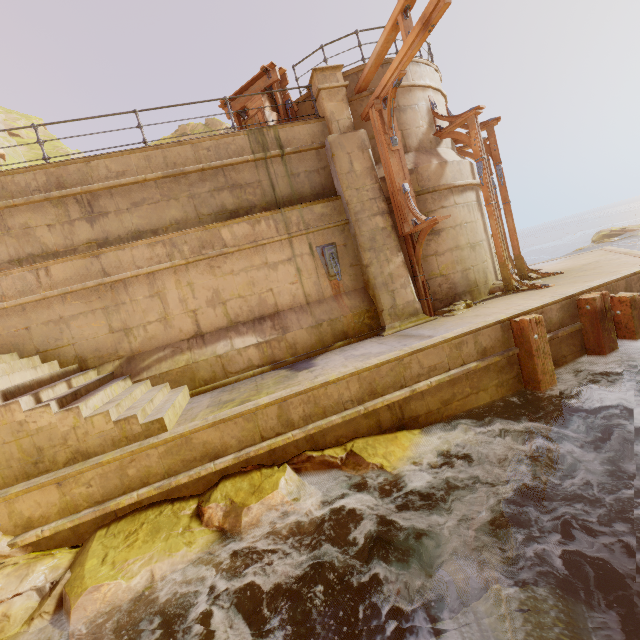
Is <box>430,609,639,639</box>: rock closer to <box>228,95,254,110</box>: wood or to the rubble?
the rubble

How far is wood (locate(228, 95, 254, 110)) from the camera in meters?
9.7

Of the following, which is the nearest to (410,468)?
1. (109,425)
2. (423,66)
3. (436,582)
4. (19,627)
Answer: (436,582)

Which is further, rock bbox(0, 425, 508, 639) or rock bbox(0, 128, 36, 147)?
rock bbox(0, 128, 36, 147)

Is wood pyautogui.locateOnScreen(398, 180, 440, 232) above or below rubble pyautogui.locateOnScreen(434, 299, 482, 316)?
above

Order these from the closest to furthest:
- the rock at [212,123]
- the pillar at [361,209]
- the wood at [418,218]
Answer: the wood at [418,218] < the pillar at [361,209] < the rock at [212,123]

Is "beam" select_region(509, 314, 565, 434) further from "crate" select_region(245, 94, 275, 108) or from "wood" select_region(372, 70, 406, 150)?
"crate" select_region(245, 94, 275, 108)

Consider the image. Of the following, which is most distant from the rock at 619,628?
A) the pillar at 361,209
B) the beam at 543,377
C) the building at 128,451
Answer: the pillar at 361,209
